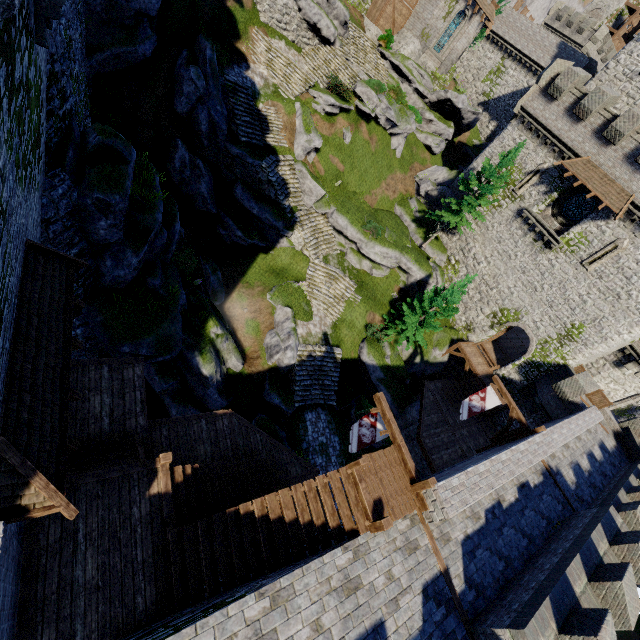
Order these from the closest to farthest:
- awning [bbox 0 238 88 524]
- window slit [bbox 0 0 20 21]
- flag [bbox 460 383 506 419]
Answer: window slit [bbox 0 0 20 21] → awning [bbox 0 238 88 524] → flag [bbox 460 383 506 419]

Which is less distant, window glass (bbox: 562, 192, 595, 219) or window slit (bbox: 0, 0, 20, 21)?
window slit (bbox: 0, 0, 20, 21)

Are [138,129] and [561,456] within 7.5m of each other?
no

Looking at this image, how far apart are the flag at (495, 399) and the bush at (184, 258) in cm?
1752

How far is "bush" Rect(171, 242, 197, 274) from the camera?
17.8 meters

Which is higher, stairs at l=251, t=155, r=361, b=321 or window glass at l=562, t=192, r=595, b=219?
window glass at l=562, t=192, r=595, b=219

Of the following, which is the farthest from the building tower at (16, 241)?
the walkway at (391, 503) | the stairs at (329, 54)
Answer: the stairs at (329, 54)

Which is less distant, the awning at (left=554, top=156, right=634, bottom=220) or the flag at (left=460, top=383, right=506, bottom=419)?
the flag at (left=460, top=383, right=506, bottom=419)
